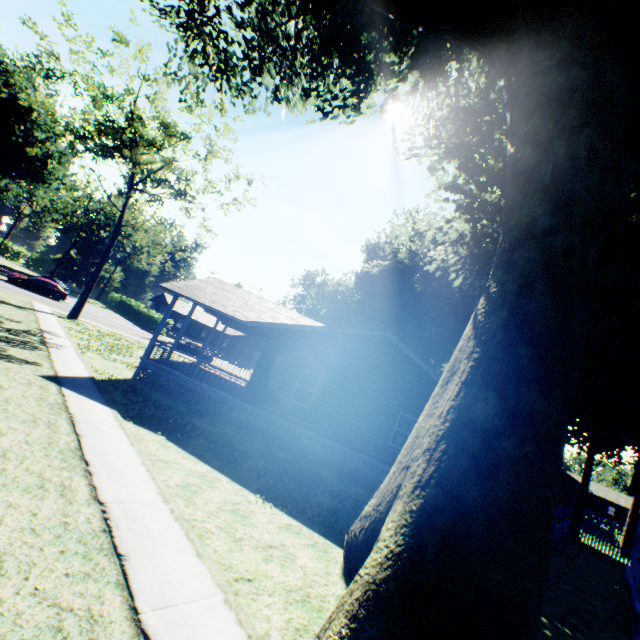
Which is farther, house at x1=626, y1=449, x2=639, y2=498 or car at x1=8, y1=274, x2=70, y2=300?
car at x1=8, y1=274, x2=70, y2=300

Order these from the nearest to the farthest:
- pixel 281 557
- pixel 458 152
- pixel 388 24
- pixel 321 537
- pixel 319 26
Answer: pixel 281 557 → pixel 321 537 → pixel 388 24 → pixel 458 152 → pixel 319 26

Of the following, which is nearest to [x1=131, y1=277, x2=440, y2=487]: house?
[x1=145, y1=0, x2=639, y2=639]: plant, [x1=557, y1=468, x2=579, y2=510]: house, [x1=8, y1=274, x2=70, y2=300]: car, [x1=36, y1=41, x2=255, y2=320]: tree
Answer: [x1=145, y1=0, x2=639, y2=639]: plant

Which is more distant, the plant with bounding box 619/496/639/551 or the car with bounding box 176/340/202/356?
the car with bounding box 176/340/202/356

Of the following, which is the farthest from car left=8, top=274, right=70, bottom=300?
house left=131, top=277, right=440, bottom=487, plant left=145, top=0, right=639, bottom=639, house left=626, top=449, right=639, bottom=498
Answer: house left=626, top=449, right=639, bottom=498

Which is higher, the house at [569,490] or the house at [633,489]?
the house at [633,489]

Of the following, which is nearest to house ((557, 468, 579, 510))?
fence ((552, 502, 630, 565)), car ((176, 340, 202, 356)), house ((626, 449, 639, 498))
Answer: fence ((552, 502, 630, 565))

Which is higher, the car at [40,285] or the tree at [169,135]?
the tree at [169,135]
